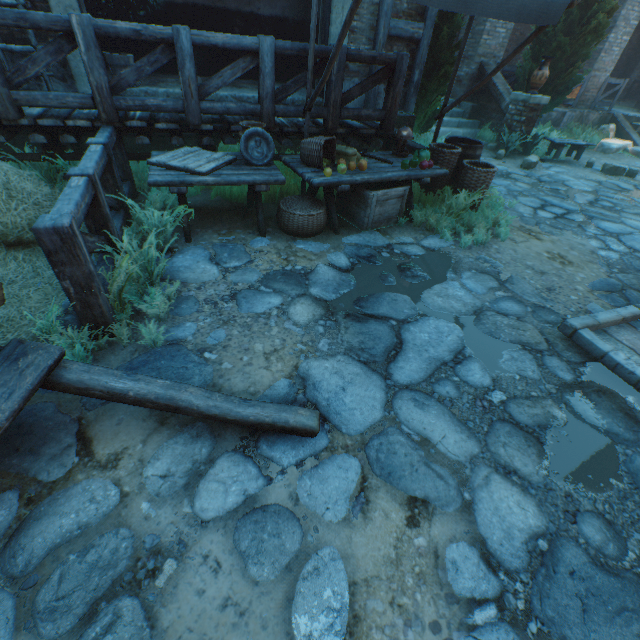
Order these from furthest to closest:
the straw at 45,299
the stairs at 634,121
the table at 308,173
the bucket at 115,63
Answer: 1. the stairs at 634,121
2. the bucket at 115,63
3. the table at 308,173
4. the straw at 45,299

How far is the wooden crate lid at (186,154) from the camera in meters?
3.6

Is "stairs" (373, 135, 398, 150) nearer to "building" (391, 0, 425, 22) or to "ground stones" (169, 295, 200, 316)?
"building" (391, 0, 425, 22)

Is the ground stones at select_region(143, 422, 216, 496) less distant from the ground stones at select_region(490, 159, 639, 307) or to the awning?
the ground stones at select_region(490, 159, 639, 307)

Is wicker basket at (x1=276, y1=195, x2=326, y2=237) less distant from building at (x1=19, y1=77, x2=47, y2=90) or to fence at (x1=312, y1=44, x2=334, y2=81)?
fence at (x1=312, y1=44, x2=334, y2=81)

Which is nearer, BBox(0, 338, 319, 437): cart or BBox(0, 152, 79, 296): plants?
BBox(0, 338, 319, 437): cart

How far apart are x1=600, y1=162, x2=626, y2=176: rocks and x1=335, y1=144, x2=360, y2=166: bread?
8.2m

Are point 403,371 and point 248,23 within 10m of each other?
yes
